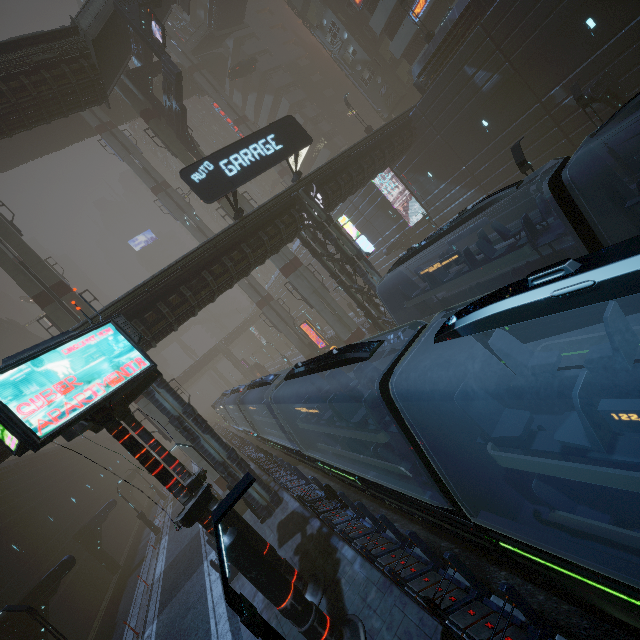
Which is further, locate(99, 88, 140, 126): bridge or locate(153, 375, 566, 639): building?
locate(99, 88, 140, 126): bridge

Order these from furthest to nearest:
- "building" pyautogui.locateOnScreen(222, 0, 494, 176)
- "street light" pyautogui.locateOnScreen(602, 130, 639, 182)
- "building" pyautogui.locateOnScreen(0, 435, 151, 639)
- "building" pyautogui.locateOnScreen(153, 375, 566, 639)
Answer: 1. "building" pyautogui.locateOnScreen(222, 0, 494, 176)
2. "building" pyautogui.locateOnScreen(0, 435, 151, 639)
3. "street light" pyautogui.locateOnScreen(602, 130, 639, 182)
4. "building" pyautogui.locateOnScreen(153, 375, 566, 639)

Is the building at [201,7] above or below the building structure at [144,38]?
above

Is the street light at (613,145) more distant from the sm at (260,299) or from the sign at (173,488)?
the sign at (173,488)

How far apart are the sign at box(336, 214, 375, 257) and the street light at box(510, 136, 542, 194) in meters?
10.2

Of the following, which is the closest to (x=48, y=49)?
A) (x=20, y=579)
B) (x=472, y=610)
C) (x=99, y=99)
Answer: (x=99, y=99)

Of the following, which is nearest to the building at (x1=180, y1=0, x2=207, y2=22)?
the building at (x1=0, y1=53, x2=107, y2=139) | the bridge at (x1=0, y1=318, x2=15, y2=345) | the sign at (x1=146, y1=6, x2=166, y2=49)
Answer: the bridge at (x1=0, y1=318, x2=15, y2=345)

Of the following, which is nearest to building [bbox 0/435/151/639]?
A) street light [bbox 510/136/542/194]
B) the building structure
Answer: street light [bbox 510/136/542/194]
